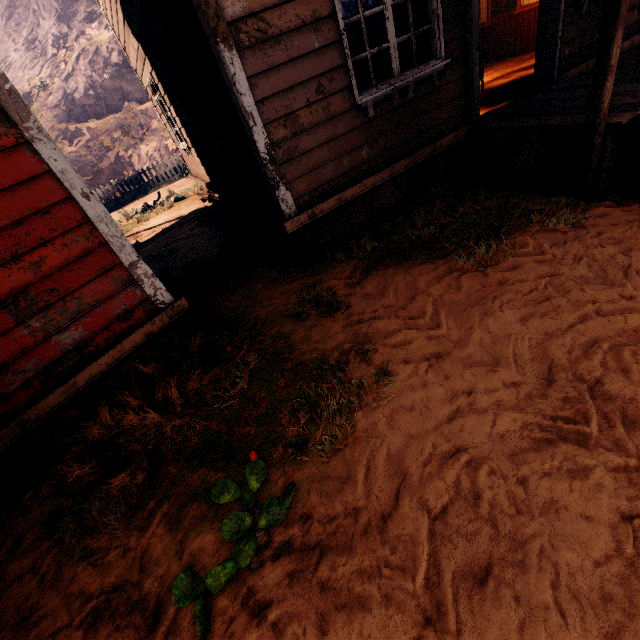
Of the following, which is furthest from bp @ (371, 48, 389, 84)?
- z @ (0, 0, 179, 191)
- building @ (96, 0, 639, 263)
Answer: z @ (0, 0, 179, 191)

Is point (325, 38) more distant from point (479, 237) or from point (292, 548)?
point (292, 548)

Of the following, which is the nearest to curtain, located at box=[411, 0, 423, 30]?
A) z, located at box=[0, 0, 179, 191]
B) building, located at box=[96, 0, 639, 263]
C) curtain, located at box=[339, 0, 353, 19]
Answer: building, located at box=[96, 0, 639, 263]

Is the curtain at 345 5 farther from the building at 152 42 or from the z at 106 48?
the z at 106 48

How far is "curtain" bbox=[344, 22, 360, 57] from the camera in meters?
3.6

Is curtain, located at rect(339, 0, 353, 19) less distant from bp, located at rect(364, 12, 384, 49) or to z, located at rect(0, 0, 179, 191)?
bp, located at rect(364, 12, 384, 49)

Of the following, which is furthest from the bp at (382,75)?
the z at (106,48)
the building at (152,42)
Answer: the z at (106,48)

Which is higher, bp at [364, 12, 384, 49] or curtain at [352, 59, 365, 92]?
bp at [364, 12, 384, 49]
